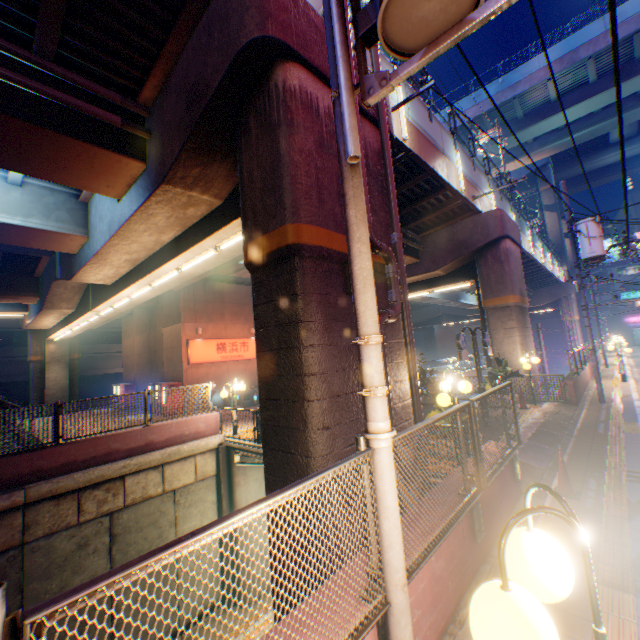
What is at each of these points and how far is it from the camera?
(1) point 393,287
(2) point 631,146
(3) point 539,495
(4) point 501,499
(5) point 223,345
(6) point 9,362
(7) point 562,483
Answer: (1) pipe, 6.2m
(2) overpass support, 38.3m
(3) concrete curb, 6.2m
(4) concrete block, 5.3m
(5) sign, 22.6m
(6) building, 32.7m
(7) road cone, 6.2m

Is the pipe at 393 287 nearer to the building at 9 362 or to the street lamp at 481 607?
the street lamp at 481 607

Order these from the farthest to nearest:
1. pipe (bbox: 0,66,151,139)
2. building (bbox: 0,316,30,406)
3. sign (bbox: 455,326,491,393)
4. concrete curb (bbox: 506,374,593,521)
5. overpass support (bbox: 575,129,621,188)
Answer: overpass support (bbox: 575,129,621,188), building (bbox: 0,316,30,406), sign (bbox: 455,326,491,393), concrete curb (bbox: 506,374,593,521), pipe (bbox: 0,66,151,139)

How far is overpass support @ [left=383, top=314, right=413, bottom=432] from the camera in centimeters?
615cm

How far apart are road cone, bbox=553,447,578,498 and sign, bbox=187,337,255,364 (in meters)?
19.24

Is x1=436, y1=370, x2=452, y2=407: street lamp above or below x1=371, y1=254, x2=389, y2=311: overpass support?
below

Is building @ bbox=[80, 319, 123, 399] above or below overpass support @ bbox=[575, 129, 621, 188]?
below

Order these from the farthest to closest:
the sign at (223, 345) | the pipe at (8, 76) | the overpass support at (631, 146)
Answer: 1. the overpass support at (631, 146)
2. the sign at (223, 345)
3. the pipe at (8, 76)
